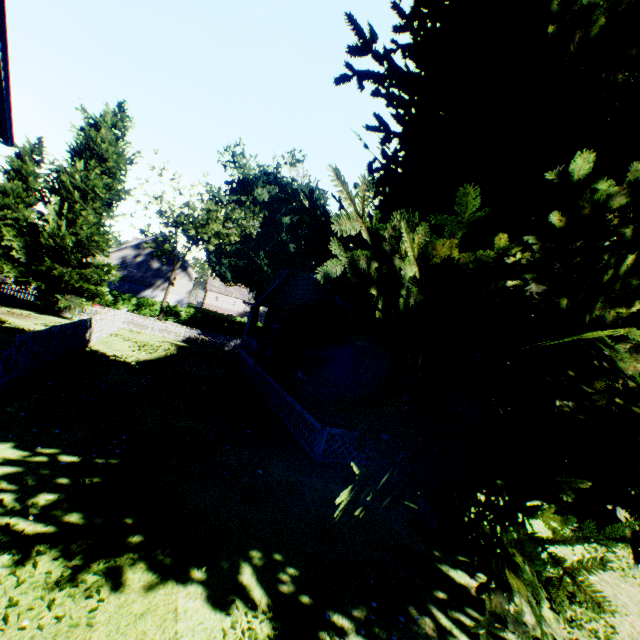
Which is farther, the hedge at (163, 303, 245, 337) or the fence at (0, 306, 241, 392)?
the hedge at (163, 303, 245, 337)

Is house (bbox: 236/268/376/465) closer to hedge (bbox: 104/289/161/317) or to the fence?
the fence

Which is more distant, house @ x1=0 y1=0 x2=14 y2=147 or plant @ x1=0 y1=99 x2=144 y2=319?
plant @ x1=0 y1=99 x2=144 y2=319

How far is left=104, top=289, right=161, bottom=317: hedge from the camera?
38.3m

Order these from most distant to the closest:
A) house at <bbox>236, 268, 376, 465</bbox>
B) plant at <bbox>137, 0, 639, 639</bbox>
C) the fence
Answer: house at <bbox>236, 268, 376, 465</bbox> → the fence → plant at <bbox>137, 0, 639, 639</bbox>

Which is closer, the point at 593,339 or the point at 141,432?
the point at 593,339

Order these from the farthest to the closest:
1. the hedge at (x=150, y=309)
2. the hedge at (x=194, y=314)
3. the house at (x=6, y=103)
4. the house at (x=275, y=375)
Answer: the hedge at (x=194, y=314) < the hedge at (x=150, y=309) < the house at (x=275, y=375) < the house at (x=6, y=103)

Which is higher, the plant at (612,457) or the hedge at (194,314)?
the plant at (612,457)
